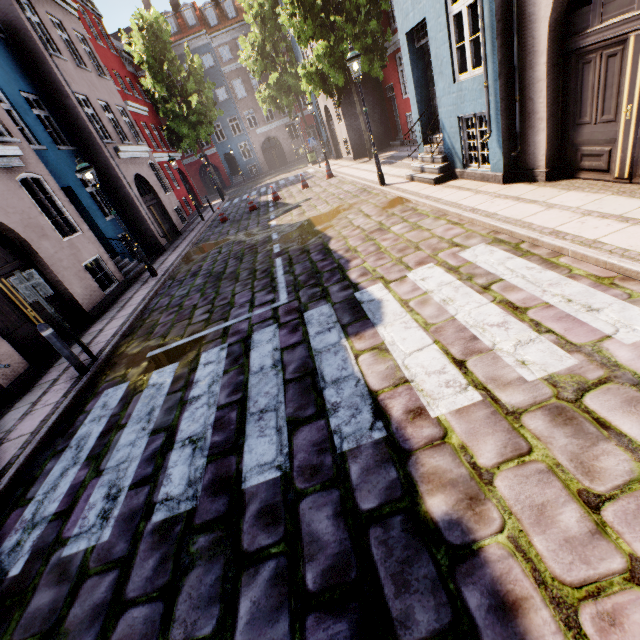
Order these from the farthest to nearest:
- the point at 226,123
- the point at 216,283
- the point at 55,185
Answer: the point at 226,123 → the point at 55,185 → the point at 216,283

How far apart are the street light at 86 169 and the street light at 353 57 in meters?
7.8

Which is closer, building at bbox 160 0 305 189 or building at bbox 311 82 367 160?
building at bbox 311 82 367 160

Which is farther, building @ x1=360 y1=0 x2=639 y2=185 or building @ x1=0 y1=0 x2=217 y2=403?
building @ x1=0 y1=0 x2=217 y2=403

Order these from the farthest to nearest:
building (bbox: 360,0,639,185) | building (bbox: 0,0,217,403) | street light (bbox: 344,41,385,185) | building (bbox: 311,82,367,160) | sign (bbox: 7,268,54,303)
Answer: building (bbox: 311,82,367,160), street light (bbox: 344,41,385,185), building (bbox: 0,0,217,403), sign (bbox: 7,268,54,303), building (bbox: 360,0,639,185)

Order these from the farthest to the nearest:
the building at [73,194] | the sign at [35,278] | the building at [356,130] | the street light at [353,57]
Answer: the building at [356,130], the street light at [353,57], the building at [73,194], the sign at [35,278]

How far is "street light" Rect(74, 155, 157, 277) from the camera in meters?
9.1 m

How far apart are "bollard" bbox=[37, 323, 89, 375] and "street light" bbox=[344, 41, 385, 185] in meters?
9.6
